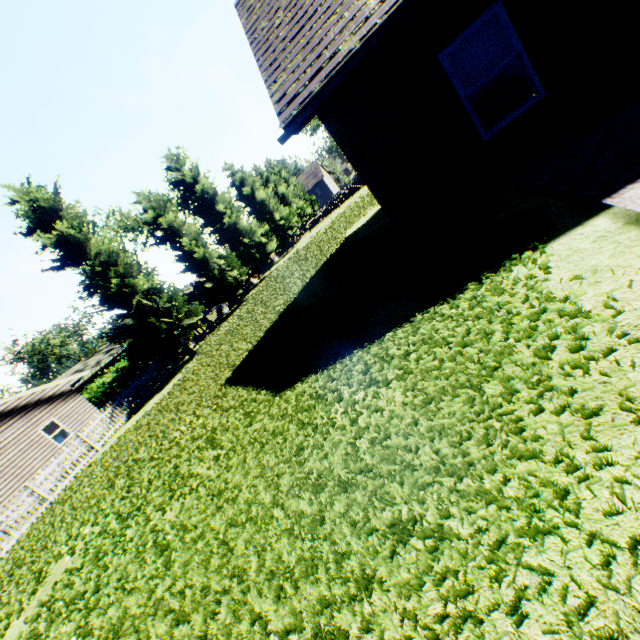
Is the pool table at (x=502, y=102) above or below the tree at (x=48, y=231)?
below

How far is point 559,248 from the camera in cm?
340

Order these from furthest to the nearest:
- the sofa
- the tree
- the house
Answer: the house < the tree < the sofa

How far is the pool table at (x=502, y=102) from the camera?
8.5m

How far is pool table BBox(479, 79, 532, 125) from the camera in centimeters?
852cm

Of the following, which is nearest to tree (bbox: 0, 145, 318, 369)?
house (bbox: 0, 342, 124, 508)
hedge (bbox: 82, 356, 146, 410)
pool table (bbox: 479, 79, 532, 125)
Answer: hedge (bbox: 82, 356, 146, 410)

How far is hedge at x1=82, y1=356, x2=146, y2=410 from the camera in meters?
22.5 m

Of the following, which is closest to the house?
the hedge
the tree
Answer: the hedge
